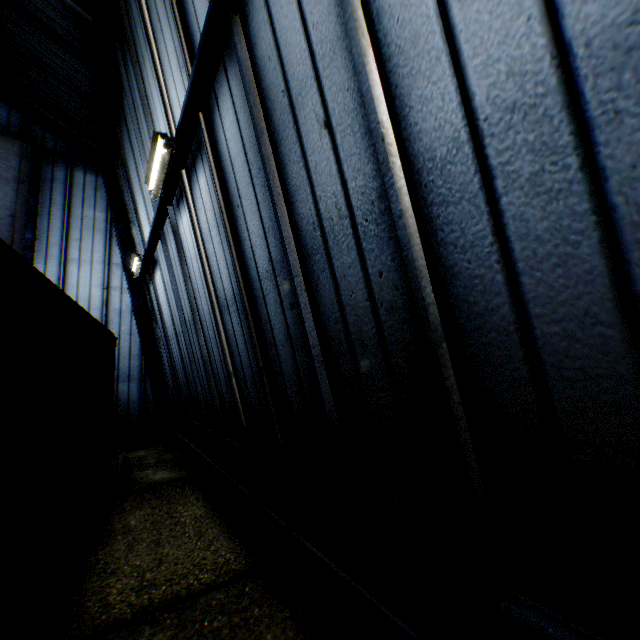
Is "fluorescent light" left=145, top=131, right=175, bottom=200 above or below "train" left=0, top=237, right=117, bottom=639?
above

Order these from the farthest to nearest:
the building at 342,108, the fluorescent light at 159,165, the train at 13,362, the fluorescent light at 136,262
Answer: the fluorescent light at 136,262, the fluorescent light at 159,165, the train at 13,362, the building at 342,108

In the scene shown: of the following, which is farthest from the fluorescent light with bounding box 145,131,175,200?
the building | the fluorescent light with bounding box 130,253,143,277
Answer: the fluorescent light with bounding box 130,253,143,277

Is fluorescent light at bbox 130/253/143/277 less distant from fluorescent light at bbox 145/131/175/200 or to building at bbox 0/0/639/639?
building at bbox 0/0/639/639

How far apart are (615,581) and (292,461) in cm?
322

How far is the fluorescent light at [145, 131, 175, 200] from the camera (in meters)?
4.84

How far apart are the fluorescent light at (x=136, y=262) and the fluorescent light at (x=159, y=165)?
4.02m

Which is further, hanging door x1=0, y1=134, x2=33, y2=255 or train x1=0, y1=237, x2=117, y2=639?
hanging door x1=0, y1=134, x2=33, y2=255
